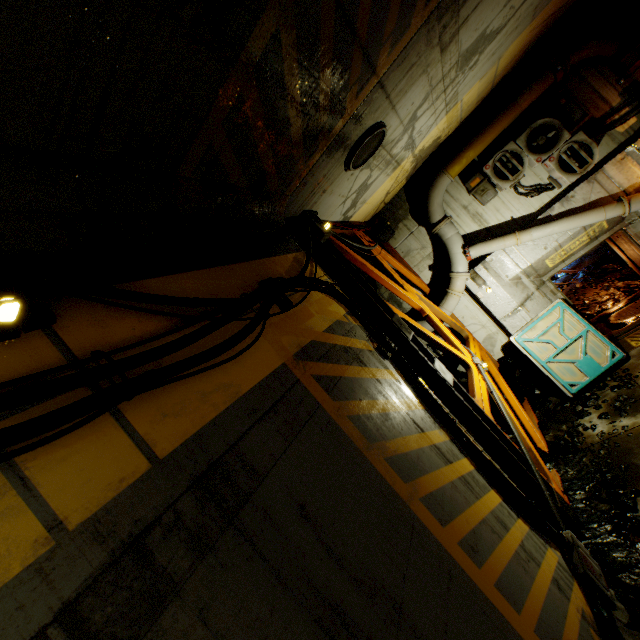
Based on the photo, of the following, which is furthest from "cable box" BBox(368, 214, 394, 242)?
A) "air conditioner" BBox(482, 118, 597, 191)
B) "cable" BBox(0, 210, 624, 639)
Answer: "air conditioner" BBox(482, 118, 597, 191)

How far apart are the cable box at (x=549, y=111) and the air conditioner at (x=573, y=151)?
0.18m

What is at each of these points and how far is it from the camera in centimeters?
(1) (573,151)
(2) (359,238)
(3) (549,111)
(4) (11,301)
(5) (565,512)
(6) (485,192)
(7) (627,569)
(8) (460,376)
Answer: (1) air conditioner, 745cm
(2) beam, 777cm
(3) cable box, 748cm
(4) cable, 145cm
(5) beam, 510cm
(6) cable box, 838cm
(7) rock, 440cm
(8) rock, 1003cm

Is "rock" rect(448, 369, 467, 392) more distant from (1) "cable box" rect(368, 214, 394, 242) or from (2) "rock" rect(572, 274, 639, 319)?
(2) "rock" rect(572, 274, 639, 319)

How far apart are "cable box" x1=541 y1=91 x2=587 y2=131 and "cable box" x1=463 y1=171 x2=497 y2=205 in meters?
1.7

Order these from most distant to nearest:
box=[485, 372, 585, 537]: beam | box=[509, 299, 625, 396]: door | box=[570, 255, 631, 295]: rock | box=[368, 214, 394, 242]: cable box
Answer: box=[570, 255, 631, 295]: rock, box=[368, 214, 394, 242]: cable box, box=[509, 299, 625, 396]: door, box=[485, 372, 585, 537]: beam

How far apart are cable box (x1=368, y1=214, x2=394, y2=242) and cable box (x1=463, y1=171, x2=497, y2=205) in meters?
2.2 m

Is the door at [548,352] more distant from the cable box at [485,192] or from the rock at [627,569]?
the cable box at [485,192]
